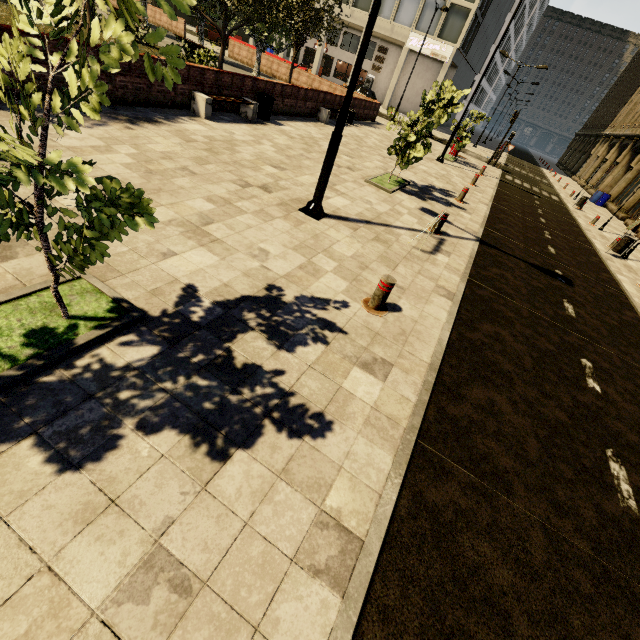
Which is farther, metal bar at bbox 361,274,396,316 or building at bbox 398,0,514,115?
building at bbox 398,0,514,115

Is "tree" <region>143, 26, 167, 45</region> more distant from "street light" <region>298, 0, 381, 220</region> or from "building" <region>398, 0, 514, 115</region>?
"street light" <region>298, 0, 381, 220</region>

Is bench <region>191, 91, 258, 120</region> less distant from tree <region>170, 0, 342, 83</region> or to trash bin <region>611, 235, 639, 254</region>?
tree <region>170, 0, 342, 83</region>

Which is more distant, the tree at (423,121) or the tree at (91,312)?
the tree at (423,121)

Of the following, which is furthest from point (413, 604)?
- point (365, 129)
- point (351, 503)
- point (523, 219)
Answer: point (365, 129)

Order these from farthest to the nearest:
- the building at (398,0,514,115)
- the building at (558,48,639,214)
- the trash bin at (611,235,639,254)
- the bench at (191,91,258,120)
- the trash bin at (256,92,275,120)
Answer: the building at (398,0,514,115) < the building at (558,48,639,214) < the trash bin at (611,235,639,254) < the trash bin at (256,92,275,120) < the bench at (191,91,258,120)

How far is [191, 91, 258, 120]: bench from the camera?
10.1m

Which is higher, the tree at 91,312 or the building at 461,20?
the building at 461,20
